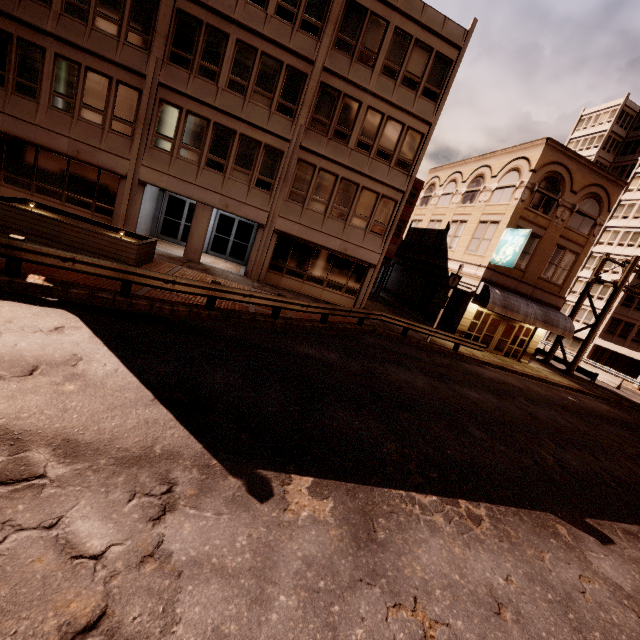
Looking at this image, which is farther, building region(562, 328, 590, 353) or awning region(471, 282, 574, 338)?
building region(562, 328, 590, 353)

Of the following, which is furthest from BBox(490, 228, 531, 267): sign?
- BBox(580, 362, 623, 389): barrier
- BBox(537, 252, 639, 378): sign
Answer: BBox(580, 362, 623, 389): barrier

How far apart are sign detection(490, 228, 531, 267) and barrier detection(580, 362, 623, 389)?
21.63m

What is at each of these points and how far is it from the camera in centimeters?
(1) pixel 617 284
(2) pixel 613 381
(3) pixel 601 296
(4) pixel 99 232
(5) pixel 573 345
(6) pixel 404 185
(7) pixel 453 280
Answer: (1) sign, 2458cm
(2) barrier, 3073cm
(3) building, 4381cm
(4) planter, 1127cm
(5) building, 4559cm
(6) building, 1847cm
(7) sign, 1802cm

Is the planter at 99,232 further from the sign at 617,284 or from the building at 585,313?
the building at 585,313

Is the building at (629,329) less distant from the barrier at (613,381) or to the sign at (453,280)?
the barrier at (613,381)

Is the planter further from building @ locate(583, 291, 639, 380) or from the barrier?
building @ locate(583, 291, 639, 380)

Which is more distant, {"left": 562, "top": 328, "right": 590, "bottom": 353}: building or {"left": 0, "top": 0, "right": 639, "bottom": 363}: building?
{"left": 562, "top": 328, "right": 590, "bottom": 353}: building
